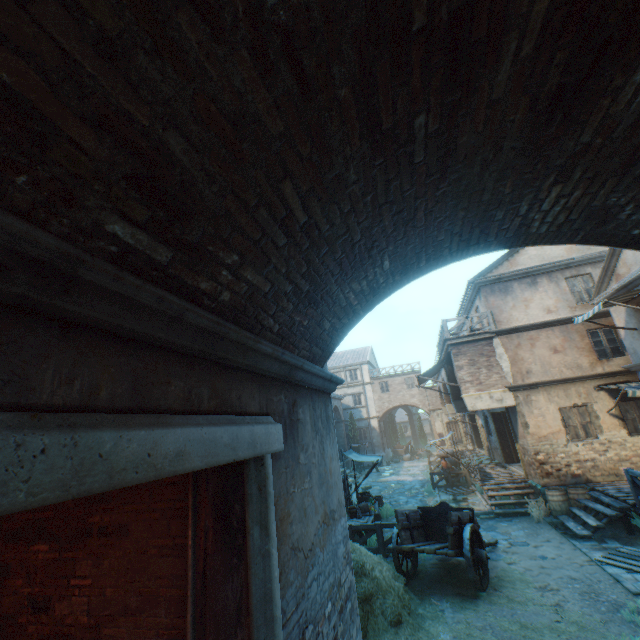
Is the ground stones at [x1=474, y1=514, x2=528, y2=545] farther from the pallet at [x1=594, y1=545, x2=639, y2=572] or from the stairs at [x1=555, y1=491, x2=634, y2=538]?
the pallet at [x1=594, y1=545, x2=639, y2=572]

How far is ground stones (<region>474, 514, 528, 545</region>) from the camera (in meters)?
10.30

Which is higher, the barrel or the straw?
the barrel

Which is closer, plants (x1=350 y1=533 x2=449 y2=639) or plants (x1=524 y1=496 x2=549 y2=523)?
plants (x1=350 y1=533 x2=449 y2=639)

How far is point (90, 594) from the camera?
3.2m

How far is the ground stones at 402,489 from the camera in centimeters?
1695cm

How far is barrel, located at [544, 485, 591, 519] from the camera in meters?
11.5 m

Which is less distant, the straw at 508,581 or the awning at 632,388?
the straw at 508,581
